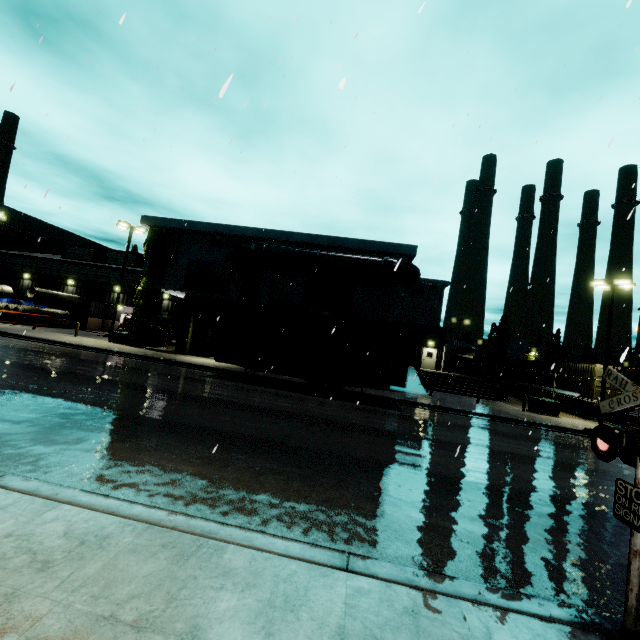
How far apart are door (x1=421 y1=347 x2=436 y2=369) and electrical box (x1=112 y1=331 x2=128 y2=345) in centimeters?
2827cm

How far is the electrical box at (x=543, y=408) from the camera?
21.9m

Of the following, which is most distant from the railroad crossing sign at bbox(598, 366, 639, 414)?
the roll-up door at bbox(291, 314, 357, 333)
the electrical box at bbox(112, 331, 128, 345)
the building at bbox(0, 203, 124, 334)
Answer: the electrical box at bbox(112, 331, 128, 345)

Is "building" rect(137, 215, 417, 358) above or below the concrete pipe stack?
above

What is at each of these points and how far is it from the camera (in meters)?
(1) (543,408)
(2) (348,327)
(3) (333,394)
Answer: (1) electrical box, 22.05
(2) roll-up door, 24.72
(3) semi trailer, 16.94

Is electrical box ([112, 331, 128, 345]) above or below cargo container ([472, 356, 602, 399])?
below

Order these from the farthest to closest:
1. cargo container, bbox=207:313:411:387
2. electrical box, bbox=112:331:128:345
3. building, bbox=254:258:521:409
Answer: electrical box, bbox=112:331:128:345, building, bbox=254:258:521:409, cargo container, bbox=207:313:411:387

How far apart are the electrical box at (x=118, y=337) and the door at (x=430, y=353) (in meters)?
28.27
